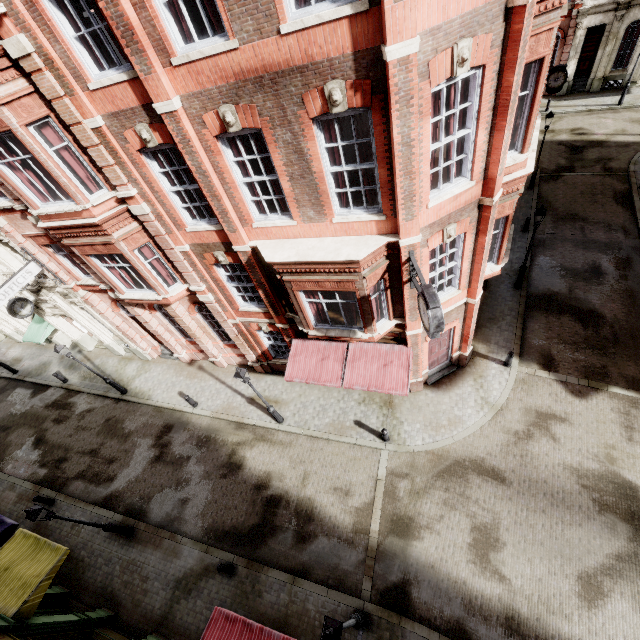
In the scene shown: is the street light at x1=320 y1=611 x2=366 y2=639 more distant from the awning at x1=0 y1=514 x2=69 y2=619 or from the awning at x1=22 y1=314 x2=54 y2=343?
the awning at x1=22 y1=314 x2=54 y2=343

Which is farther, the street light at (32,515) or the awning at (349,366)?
the awning at (349,366)

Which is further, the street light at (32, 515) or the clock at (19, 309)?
the clock at (19, 309)

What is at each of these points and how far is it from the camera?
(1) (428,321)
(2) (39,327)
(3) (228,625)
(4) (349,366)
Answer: (1) clock, 7.8 meters
(2) awning, 19.7 meters
(3) awning, 8.4 meters
(4) awning, 12.5 meters

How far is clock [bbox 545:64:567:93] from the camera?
18.64m

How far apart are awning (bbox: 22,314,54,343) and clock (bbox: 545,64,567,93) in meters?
32.7

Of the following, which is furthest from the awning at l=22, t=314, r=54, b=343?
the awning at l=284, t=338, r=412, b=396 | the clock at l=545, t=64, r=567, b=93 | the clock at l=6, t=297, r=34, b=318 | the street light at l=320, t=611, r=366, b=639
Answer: the clock at l=545, t=64, r=567, b=93

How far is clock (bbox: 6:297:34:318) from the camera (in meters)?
15.21
